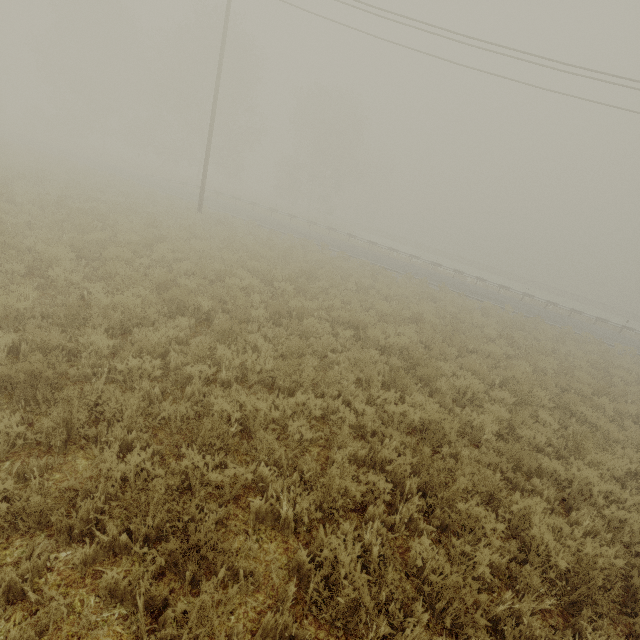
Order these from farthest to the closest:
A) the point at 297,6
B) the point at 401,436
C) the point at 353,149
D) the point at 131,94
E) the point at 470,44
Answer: the point at 131,94 < the point at 353,149 < the point at 297,6 < the point at 470,44 < the point at 401,436

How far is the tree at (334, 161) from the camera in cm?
4172

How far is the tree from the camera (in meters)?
41.72
